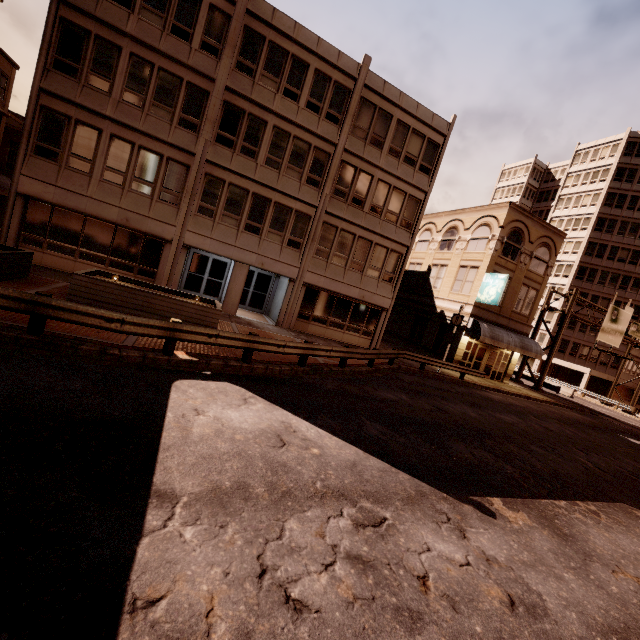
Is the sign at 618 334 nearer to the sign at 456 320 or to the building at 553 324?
the building at 553 324

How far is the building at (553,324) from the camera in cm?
4925

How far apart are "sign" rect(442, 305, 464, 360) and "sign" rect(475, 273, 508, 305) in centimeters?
354cm

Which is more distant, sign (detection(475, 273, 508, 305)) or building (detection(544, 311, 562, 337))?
building (detection(544, 311, 562, 337))

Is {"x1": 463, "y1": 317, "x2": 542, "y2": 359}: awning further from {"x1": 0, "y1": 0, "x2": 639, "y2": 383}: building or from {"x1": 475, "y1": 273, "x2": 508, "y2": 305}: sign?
{"x1": 475, "y1": 273, "x2": 508, "y2": 305}: sign

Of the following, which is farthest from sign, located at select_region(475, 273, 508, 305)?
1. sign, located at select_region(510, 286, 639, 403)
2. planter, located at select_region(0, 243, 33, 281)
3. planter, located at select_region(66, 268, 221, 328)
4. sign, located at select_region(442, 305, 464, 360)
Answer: planter, located at select_region(0, 243, 33, 281)

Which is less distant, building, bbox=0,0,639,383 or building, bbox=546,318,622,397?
building, bbox=0,0,639,383

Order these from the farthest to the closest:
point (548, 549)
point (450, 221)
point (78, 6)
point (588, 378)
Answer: point (588, 378) < point (450, 221) < point (78, 6) < point (548, 549)
